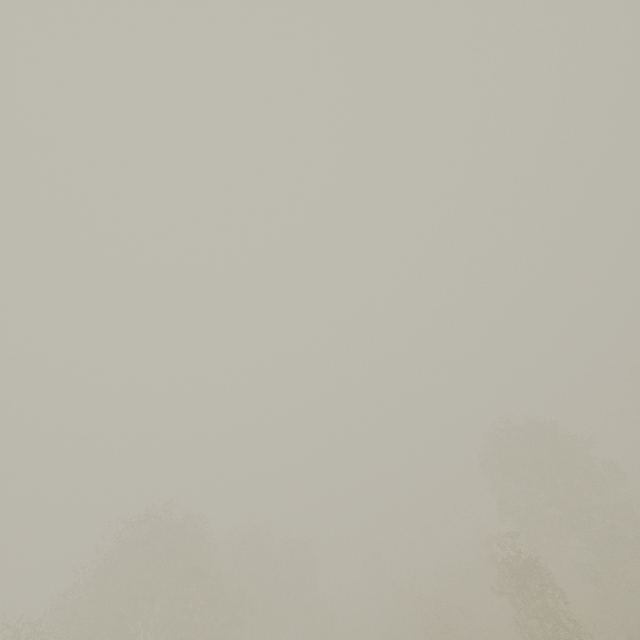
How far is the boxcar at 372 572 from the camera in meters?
52.6

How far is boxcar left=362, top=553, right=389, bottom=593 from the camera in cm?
5262

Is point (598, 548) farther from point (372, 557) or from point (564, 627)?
point (372, 557)
